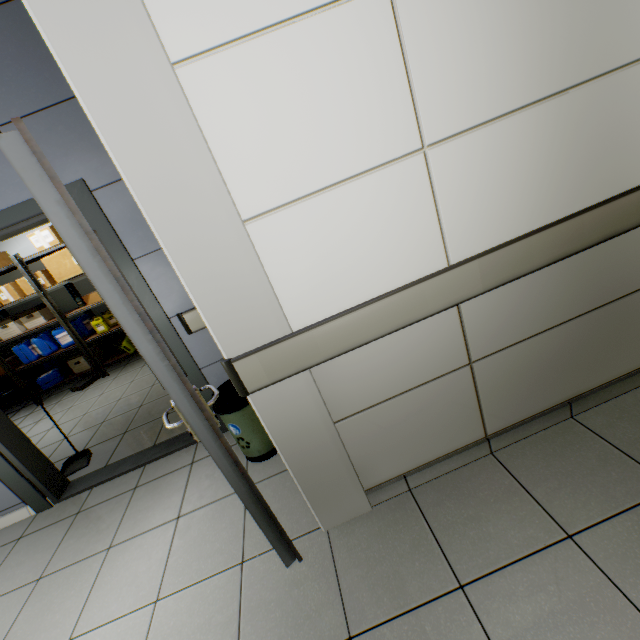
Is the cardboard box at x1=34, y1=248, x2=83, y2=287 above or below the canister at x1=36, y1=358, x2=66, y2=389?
above

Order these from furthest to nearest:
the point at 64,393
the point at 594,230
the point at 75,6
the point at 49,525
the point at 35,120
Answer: Answer:
1. the point at 64,393
2. the point at 49,525
3. the point at 35,120
4. the point at 594,230
5. the point at 75,6

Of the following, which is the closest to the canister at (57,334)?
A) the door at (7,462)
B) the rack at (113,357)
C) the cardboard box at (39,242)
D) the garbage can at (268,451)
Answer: the rack at (113,357)

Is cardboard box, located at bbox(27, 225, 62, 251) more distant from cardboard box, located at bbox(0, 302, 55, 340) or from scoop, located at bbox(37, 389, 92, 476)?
scoop, located at bbox(37, 389, 92, 476)

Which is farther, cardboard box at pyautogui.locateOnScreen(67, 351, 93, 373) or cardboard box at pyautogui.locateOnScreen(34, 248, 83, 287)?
cardboard box at pyautogui.locateOnScreen(67, 351, 93, 373)

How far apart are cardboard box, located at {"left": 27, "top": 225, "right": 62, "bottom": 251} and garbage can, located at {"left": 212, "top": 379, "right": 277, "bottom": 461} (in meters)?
4.22

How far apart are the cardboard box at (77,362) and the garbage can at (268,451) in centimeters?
458cm

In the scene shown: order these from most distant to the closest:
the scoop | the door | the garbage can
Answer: the scoop
the garbage can
the door
